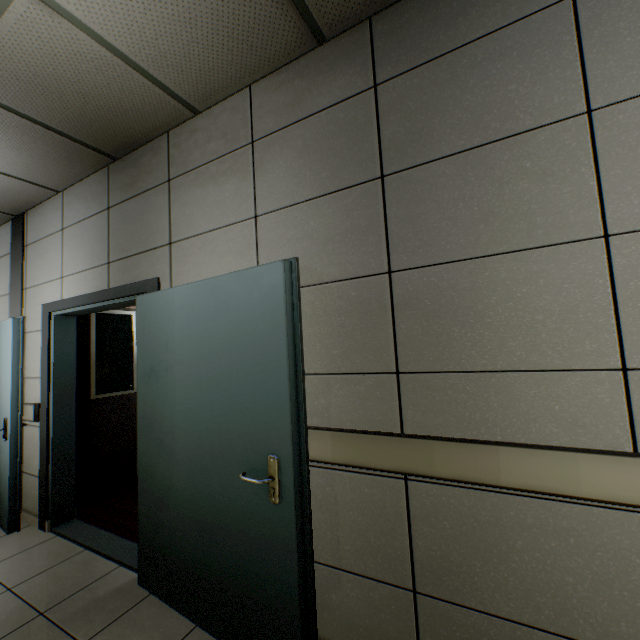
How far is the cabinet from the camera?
3.6 meters

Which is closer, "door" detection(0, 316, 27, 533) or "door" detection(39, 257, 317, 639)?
"door" detection(39, 257, 317, 639)

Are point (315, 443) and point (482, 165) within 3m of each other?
yes

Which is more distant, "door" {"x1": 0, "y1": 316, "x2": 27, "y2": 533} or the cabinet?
the cabinet

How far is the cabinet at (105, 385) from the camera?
3.6 meters

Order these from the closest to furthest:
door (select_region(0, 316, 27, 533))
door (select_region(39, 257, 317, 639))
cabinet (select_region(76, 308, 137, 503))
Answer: door (select_region(39, 257, 317, 639)), door (select_region(0, 316, 27, 533)), cabinet (select_region(76, 308, 137, 503))

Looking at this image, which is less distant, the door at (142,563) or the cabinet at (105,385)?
the door at (142,563)
